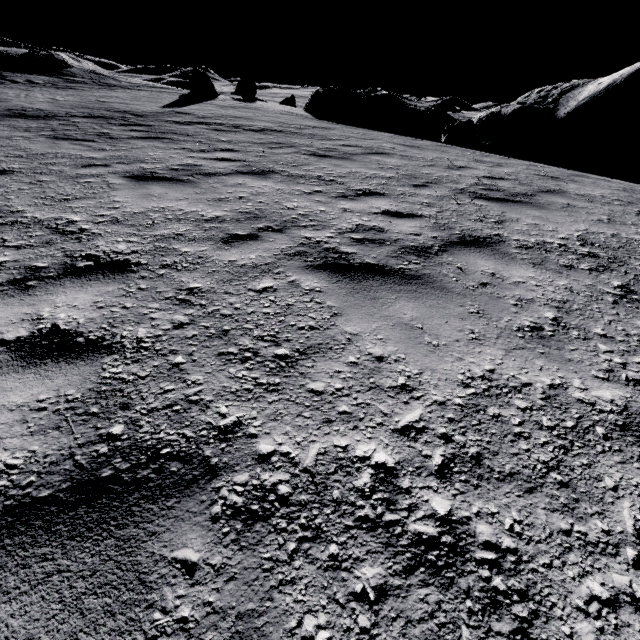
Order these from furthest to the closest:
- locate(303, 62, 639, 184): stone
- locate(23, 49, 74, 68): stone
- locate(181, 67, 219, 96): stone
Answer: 1. locate(23, 49, 74, 68): stone
2. locate(181, 67, 219, 96): stone
3. locate(303, 62, 639, 184): stone

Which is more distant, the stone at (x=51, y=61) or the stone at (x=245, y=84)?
the stone at (x=245, y=84)

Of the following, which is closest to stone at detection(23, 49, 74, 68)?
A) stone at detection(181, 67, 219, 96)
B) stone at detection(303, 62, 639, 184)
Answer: stone at detection(181, 67, 219, 96)

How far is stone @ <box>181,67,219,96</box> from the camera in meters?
17.8

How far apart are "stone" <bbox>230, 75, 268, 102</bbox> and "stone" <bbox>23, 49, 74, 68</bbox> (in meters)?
11.34

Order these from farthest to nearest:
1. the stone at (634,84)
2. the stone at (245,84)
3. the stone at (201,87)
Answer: the stone at (245,84) → the stone at (201,87) → the stone at (634,84)

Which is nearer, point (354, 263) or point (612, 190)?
point (354, 263)

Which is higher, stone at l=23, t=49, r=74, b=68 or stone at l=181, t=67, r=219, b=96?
stone at l=23, t=49, r=74, b=68
